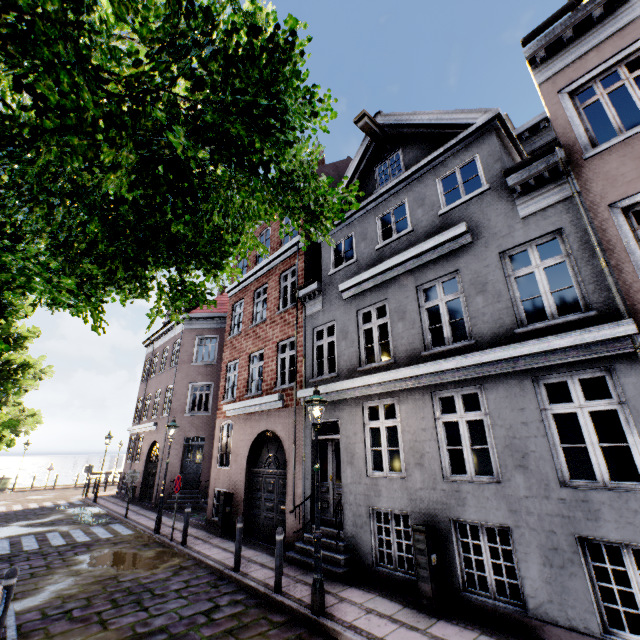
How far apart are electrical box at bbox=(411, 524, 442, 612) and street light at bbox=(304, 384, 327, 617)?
1.76m

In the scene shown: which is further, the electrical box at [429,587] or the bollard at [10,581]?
the electrical box at [429,587]

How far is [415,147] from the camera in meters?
9.7 m

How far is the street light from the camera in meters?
5.6 m

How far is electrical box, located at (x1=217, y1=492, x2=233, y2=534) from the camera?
11.21m

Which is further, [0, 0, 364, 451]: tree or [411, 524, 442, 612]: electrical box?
[411, 524, 442, 612]: electrical box

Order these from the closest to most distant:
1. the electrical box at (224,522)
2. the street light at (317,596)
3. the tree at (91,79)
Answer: the tree at (91,79)
the street light at (317,596)
the electrical box at (224,522)

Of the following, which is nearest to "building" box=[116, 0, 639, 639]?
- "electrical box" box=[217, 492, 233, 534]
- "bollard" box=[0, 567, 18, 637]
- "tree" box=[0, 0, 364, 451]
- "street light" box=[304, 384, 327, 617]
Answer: "electrical box" box=[217, 492, 233, 534]
